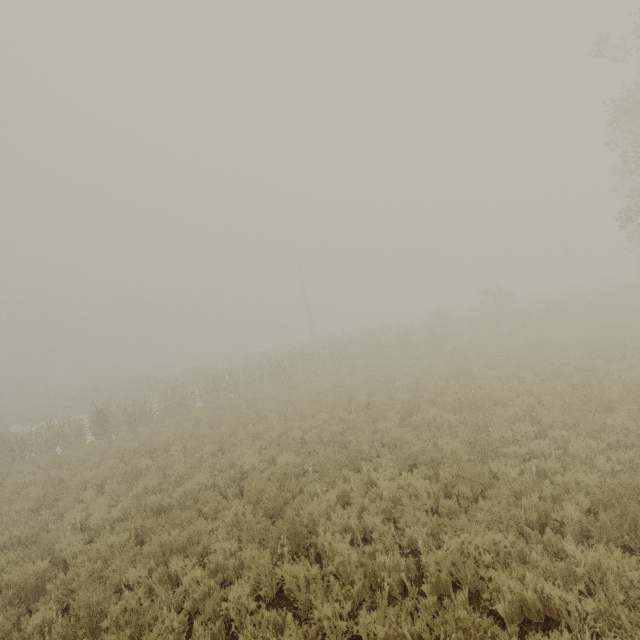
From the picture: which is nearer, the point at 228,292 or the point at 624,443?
the point at 624,443
